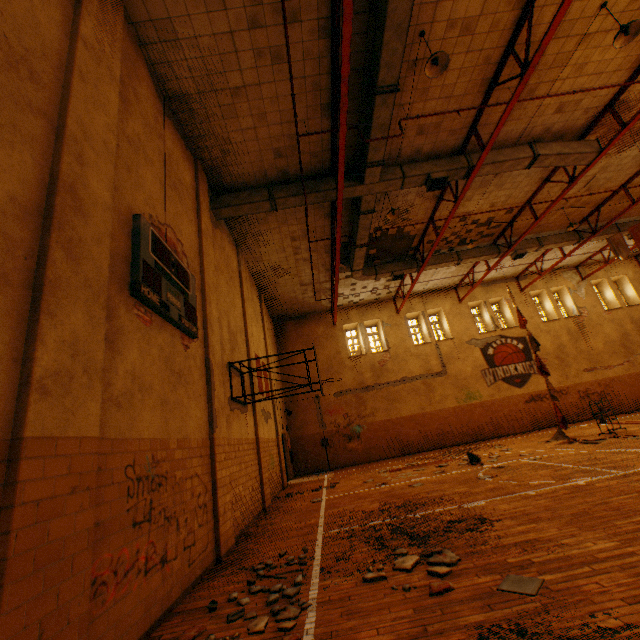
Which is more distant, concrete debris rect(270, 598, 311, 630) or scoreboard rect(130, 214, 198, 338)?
scoreboard rect(130, 214, 198, 338)

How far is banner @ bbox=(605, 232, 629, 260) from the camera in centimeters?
1337cm

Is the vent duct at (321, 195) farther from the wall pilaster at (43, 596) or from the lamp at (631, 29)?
the wall pilaster at (43, 596)

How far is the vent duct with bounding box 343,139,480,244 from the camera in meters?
8.8

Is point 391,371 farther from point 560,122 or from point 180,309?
point 180,309

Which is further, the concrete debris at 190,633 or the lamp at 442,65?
the lamp at 442,65

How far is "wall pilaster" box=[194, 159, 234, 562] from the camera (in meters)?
5.69

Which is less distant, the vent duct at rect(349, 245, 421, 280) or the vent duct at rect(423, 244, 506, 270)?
the vent duct at rect(349, 245, 421, 280)
